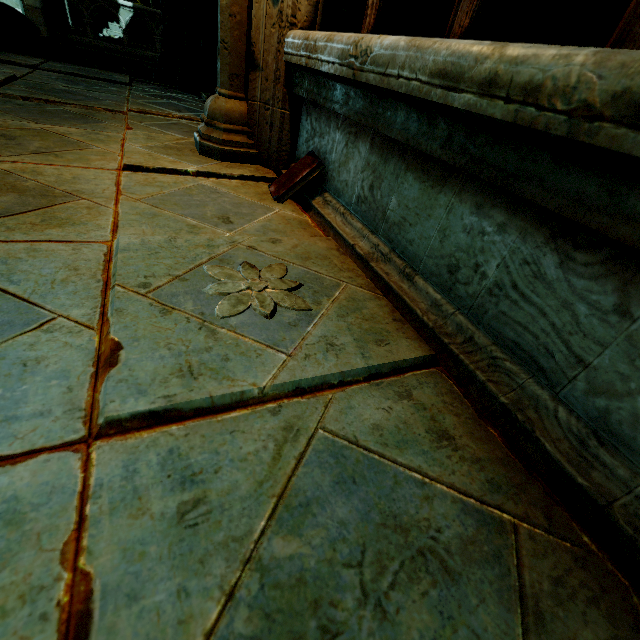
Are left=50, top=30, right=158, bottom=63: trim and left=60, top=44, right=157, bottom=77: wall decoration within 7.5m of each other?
yes

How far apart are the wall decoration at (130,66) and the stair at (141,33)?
4.4m

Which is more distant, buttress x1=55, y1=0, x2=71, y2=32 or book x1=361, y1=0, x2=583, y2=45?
buttress x1=55, y1=0, x2=71, y2=32

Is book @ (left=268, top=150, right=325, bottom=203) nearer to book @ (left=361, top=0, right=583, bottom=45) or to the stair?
book @ (left=361, top=0, right=583, bottom=45)

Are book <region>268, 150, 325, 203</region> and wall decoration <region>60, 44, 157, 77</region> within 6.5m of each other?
no

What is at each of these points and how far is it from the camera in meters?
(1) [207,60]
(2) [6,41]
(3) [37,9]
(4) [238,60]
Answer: (1) archway, 4.9 m
(2) building, 4.4 m
(3) buttress, 9.9 m
(4) stone column, 2.1 m

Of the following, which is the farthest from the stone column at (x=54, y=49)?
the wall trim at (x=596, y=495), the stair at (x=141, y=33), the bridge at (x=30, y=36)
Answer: the wall trim at (x=596, y=495)

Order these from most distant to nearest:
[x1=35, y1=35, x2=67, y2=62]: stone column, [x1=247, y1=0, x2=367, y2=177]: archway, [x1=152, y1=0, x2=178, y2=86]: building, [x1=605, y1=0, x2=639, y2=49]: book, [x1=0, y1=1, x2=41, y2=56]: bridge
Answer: [x1=35, y1=35, x2=67, y2=62]: stone column < [x1=0, y1=1, x2=41, y2=56]: bridge < [x1=152, y1=0, x2=178, y2=86]: building < [x1=247, y1=0, x2=367, y2=177]: archway < [x1=605, y1=0, x2=639, y2=49]: book
